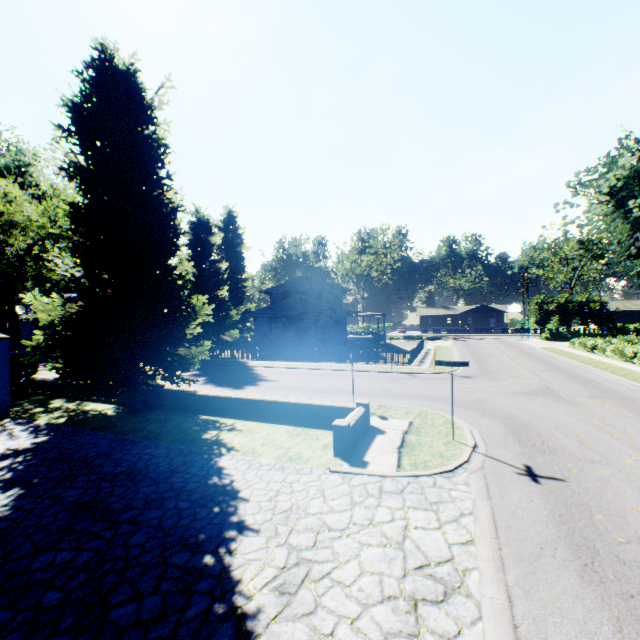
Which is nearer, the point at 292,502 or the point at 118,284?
the point at 292,502

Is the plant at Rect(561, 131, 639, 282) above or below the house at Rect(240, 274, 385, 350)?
above

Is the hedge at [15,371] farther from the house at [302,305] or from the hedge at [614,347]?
the house at [302,305]

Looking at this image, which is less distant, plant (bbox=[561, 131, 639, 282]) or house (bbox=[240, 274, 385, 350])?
plant (bbox=[561, 131, 639, 282])

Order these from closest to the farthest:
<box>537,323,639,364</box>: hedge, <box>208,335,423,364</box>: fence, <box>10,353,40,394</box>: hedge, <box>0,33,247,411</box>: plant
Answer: <box>0,33,247,411</box>: plant → <box>10,353,40,394</box>: hedge → <box>537,323,639,364</box>: hedge → <box>208,335,423,364</box>: fence

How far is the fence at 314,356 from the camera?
26.6m

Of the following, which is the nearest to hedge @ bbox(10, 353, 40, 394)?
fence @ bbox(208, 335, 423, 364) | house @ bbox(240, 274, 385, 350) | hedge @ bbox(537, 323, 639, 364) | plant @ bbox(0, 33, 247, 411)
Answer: hedge @ bbox(537, 323, 639, 364)

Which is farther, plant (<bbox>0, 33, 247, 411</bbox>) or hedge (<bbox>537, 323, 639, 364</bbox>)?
hedge (<bbox>537, 323, 639, 364</bbox>)
